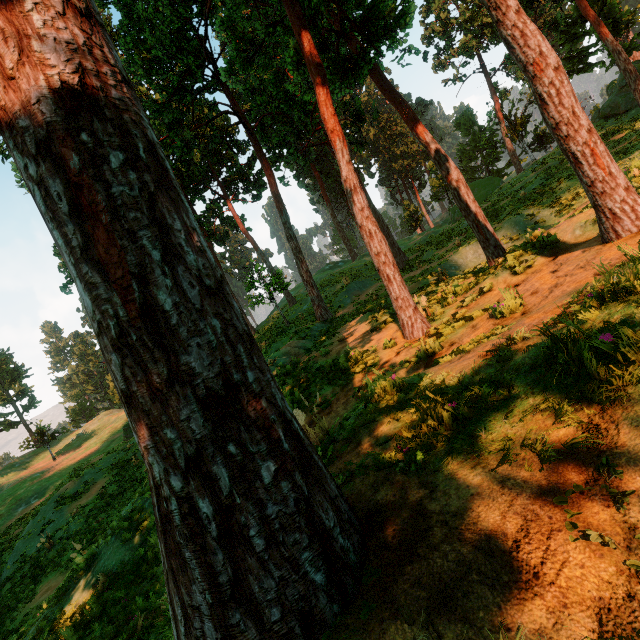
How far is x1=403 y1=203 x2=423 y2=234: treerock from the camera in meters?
48.6

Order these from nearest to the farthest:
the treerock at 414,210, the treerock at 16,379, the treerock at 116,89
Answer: the treerock at 116,89 < the treerock at 16,379 < the treerock at 414,210

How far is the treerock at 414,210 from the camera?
48.6 meters

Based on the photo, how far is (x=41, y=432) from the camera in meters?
40.4

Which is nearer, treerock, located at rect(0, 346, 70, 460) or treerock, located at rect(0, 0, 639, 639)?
treerock, located at rect(0, 0, 639, 639)

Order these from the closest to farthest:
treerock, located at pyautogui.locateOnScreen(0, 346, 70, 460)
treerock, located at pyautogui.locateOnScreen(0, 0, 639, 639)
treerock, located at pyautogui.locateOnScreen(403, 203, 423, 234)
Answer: treerock, located at pyautogui.locateOnScreen(0, 0, 639, 639)
treerock, located at pyautogui.locateOnScreen(0, 346, 70, 460)
treerock, located at pyautogui.locateOnScreen(403, 203, 423, 234)
